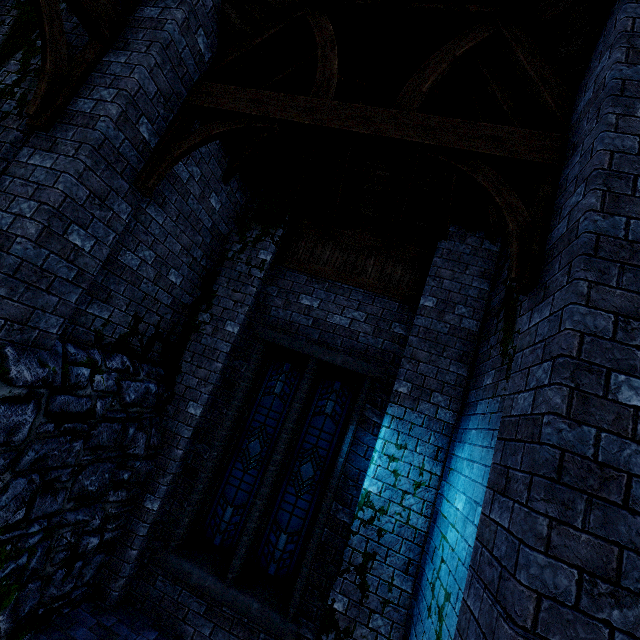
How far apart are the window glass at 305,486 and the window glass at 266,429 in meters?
0.2 m

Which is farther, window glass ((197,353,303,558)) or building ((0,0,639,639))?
window glass ((197,353,303,558))

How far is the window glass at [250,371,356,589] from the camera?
5.03m

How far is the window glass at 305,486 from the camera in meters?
5.0 m

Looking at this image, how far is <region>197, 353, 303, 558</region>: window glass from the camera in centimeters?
527cm

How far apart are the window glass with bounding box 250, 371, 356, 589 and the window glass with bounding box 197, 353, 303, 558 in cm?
22

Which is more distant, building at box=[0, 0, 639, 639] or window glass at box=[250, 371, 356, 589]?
window glass at box=[250, 371, 356, 589]

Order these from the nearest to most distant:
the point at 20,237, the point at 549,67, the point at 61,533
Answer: the point at 20,237
the point at 549,67
the point at 61,533
